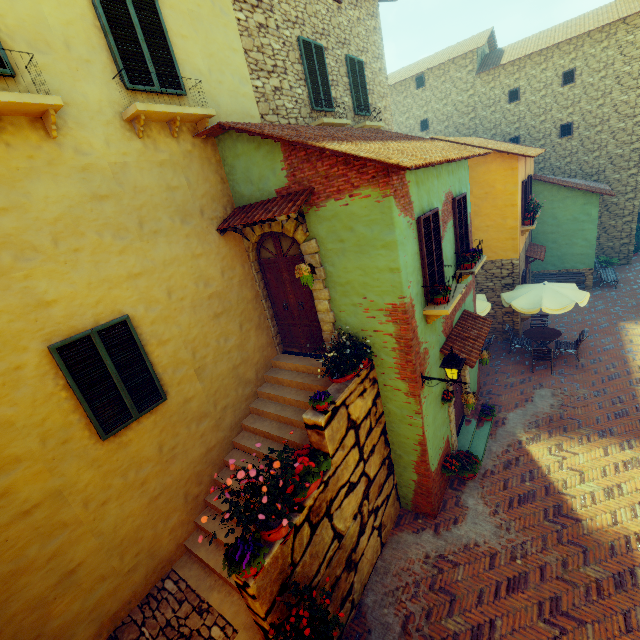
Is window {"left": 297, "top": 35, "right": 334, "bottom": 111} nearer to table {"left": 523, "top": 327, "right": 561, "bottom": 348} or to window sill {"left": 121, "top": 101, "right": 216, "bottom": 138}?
window sill {"left": 121, "top": 101, "right": 216, "bottom": 138}

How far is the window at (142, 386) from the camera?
4.7 meters

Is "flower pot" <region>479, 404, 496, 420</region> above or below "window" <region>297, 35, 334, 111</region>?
below

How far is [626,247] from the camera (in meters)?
18.56

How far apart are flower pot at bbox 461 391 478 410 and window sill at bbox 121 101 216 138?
7.86m

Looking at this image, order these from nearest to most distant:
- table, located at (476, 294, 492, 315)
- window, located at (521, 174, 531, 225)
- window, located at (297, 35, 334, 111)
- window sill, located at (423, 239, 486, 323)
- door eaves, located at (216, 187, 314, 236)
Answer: door eaves, located at (216, 187, 314, 236), window sill, located at (423, 239, 486, 323), window, located at (297, 35, 334, 111), table, located at (476, 294, 492, 315), window, located at (521, 174, 531, 225)

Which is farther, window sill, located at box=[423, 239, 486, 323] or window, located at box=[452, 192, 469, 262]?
window, located at box=[452, 192, 469, 262]

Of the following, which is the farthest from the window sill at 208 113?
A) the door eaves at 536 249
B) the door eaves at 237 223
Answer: the door eaves at 536 249
